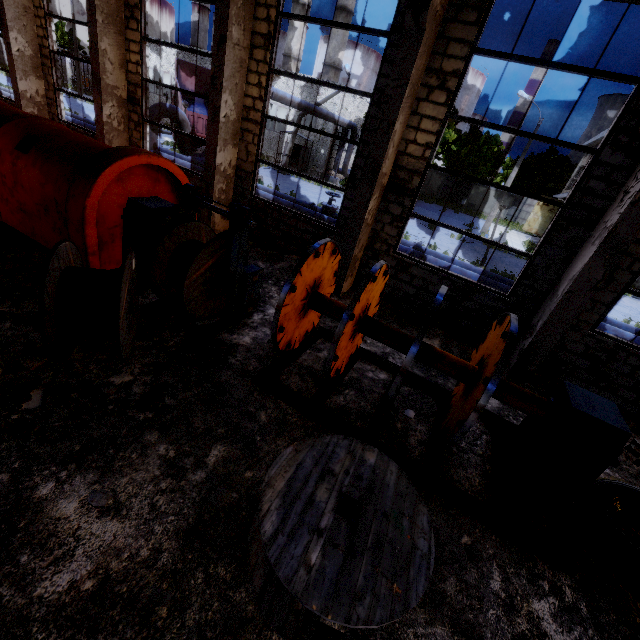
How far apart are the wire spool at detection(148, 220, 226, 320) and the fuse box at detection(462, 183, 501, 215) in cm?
4506

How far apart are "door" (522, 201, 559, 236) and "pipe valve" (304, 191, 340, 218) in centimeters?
3193cm

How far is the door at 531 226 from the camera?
34.12m

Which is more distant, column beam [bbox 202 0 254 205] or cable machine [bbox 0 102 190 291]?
column beam [bbox 202 0 254 205]

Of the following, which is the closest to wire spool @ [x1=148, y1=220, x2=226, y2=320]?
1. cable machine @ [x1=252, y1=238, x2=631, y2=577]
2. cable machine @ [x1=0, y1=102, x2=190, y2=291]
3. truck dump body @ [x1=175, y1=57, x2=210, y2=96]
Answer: cable machine @ [x1=0, y1=102, x2=190, y2=291]

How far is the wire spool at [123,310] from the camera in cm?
364

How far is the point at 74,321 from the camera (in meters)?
3.88

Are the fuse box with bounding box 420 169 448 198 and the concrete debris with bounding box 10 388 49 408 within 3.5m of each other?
no
